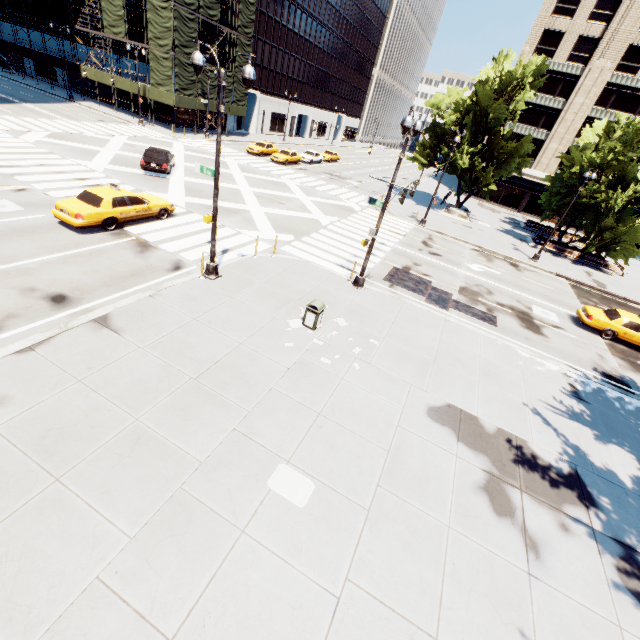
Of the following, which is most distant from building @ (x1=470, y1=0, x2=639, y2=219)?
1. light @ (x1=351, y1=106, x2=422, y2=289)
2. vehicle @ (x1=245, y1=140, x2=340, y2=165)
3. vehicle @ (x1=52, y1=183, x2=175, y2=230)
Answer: vehicle @ (x1=52, y1=183, x2=175, y2=230)

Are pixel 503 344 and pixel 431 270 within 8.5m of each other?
yes

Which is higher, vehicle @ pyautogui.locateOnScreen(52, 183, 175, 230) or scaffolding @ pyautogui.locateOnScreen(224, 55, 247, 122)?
scaffolding @ pyautogui.locateOnScreen(224, 55, 247, 122)

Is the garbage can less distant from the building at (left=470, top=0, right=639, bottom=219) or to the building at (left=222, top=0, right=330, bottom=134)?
the building at (left=222, top=0, right=330, bottom=134)

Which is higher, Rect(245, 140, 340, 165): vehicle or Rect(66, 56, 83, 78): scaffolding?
Rect(66, 56, 83, 78): scaffolding

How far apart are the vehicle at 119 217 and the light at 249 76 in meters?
5.2 m

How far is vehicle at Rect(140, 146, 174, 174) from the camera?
22.4m

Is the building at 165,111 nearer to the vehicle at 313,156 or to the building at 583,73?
the vehicle at 313,156
